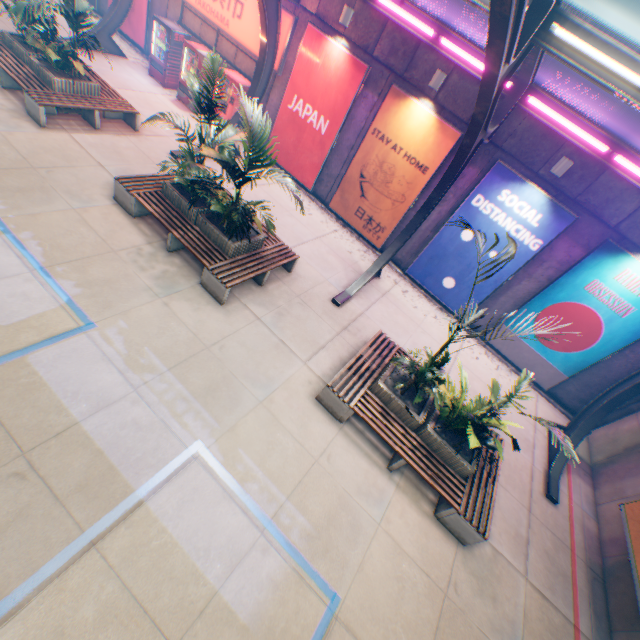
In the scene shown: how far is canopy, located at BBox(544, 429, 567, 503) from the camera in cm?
790

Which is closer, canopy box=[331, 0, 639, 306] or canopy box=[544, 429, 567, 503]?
canopy box=[331, 0, 639, 306]

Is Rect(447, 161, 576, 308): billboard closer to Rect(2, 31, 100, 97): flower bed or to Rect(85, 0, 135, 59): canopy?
Rect(85, 0, 135, 59): canopy

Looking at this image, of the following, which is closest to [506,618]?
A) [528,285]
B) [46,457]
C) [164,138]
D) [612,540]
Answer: [612,540]

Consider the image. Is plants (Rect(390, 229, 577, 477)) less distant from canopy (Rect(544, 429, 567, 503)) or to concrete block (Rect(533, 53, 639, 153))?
canopy (Rect(544, 429, 567, 503))

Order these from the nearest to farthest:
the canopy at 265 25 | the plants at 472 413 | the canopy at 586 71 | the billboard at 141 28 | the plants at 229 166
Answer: the canopy at 586 71, the plants at 472 413, the plants at 229 166, the canopy at 265 25, the billboard at 141 28

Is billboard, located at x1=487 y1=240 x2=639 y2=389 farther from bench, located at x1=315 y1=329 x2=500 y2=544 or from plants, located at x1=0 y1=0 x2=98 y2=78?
plants, located at x1=0 y1=0 x2=98 y2=78

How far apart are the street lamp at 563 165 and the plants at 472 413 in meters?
6.2 m
